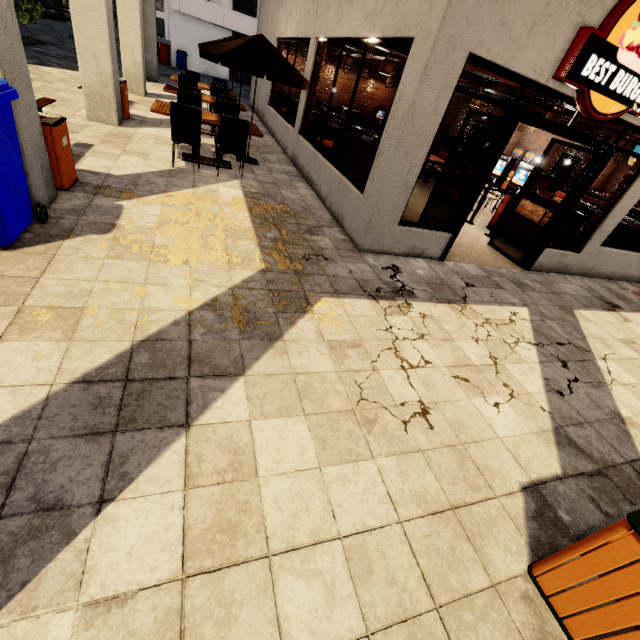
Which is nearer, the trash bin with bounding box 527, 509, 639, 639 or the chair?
the trash bin with bounding box 527, 509, 639, 639

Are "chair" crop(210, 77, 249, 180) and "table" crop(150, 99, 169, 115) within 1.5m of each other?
yes

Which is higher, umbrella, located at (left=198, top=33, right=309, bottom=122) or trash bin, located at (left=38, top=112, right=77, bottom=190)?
umbrella, located at (left=198, top=33, right=309, bottom=122)

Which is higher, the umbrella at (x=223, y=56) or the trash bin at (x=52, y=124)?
the umbrella at (x=223, y=56)

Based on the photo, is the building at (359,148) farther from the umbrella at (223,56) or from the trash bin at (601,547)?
the umbrella at (223,56)

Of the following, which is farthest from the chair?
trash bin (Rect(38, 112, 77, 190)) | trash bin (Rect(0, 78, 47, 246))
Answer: trash bin (Rect(0, 78, 47, 246))

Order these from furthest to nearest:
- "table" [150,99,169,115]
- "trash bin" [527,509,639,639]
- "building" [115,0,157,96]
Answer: "building" [115,0,157,96] → "table" [150,99,169,115] → "trash bin" [527,509,639,639]

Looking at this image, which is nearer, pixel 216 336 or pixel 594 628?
pixel 594 628
